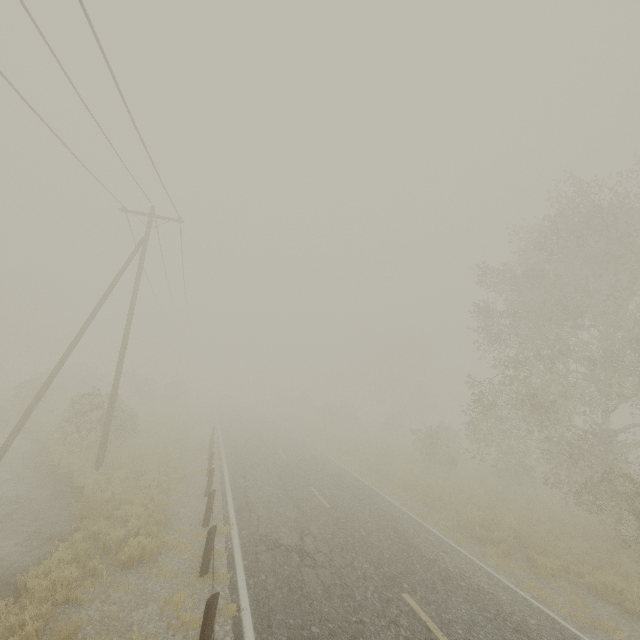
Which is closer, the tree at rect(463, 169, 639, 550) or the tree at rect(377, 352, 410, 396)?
the tree at rect(463, 169, 639, 550)

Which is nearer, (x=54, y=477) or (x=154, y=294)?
(x=54, y=477)

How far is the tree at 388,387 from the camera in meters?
54.7 m

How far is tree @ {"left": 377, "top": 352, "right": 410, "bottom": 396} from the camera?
54.7 meters

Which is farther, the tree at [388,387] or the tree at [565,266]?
the tree at [388,387]
